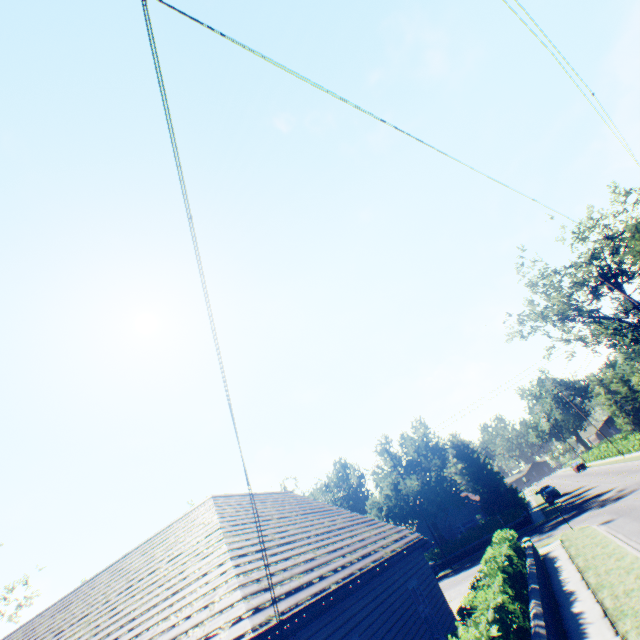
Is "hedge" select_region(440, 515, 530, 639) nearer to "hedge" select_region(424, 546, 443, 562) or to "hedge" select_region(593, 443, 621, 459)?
"hedge" select_region(424, 546, 443, 562)

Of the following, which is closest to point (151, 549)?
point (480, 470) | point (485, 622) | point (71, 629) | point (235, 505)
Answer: point (71, 629)

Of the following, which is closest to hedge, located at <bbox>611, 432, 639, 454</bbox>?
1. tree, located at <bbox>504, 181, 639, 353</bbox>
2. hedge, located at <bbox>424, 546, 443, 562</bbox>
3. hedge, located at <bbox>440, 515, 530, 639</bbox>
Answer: tree, located at <bbox>504, 181, 639, 353</bbox>

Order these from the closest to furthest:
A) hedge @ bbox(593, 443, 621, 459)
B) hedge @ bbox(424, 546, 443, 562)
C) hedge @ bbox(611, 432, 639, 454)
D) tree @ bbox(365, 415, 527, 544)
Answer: hedge @ bbox(424, 546, 443, 562) → tree @ bbox(365, 415, 527, 544) → hedge @ bbox(611, 432, 639, 454) → hedge @ bbox(593, 443, 621, 459)

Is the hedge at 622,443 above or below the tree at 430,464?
below

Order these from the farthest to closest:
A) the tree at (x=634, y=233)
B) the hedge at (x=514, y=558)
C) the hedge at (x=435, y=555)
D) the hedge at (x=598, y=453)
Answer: the hedge at (x=598, y=453) < the hedge at (x=435, y=555) < the tree at (x=634, y=233) < the hedge at (x=514, y=558)

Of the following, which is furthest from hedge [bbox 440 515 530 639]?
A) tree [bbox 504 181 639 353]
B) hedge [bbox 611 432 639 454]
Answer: hedge [bbox 611 432 639 454]

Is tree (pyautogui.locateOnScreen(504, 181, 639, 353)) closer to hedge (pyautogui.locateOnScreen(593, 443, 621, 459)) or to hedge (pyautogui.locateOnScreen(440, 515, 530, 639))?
hedge (pyautogui.locateOnScreen(593, 443, 621, 459))
